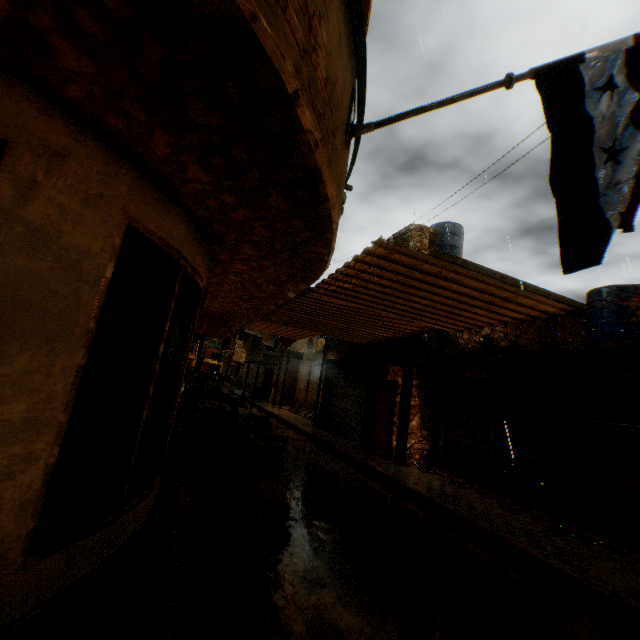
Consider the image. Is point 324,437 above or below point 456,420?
below

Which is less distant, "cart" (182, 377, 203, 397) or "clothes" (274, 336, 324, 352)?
"cart" (182, 377, 203, 397)

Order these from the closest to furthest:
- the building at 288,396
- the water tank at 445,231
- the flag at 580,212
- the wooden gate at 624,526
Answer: the flag at 580,212 < the wooden gate at 624,526 < the water tank at 445,231 < the building at 288,396

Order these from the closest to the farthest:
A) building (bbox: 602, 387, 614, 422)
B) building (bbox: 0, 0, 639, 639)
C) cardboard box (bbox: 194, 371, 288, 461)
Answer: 1. building (bbox: 0, 0, 639, 639)
2. cardboard box (bbox: 194, 371, 288, 461)
3. building (bbox: 602, 387, 614, 422)

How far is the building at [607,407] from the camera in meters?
10.9

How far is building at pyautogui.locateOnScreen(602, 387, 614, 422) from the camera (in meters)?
10.87

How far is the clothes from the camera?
14.4m
